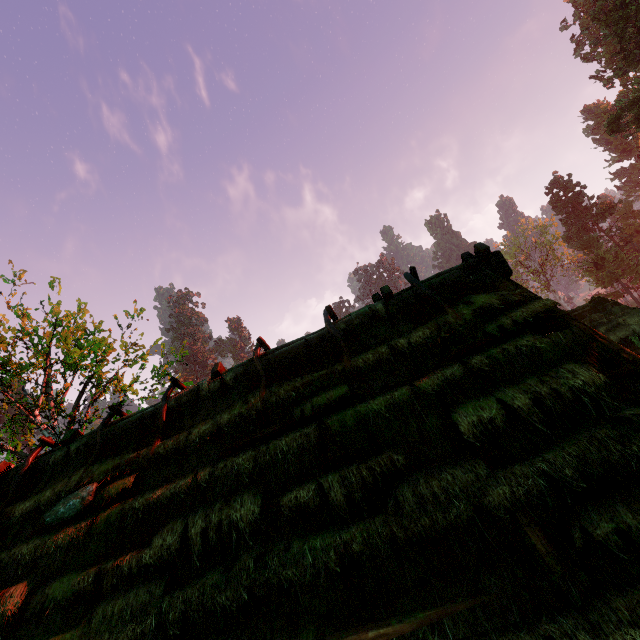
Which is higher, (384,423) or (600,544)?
(384,423)

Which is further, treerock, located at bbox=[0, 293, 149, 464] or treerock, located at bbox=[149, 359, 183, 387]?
treerock, located at bbox=[149, 359, 183, 387]

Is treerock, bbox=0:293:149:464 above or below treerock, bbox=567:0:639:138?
below

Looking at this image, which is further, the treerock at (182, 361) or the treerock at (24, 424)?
the treerock at (182, 361)

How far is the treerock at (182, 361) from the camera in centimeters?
1537cm

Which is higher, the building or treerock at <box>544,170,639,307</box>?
treerock at <box>544,170,639,307</box>

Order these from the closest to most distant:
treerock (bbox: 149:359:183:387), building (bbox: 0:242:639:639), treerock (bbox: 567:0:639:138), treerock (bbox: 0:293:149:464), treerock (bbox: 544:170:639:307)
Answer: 1. building (bbox: 0:242:639:639)
2. treerock (bbox: 0:293:149:464)
3. treerock (bbox: 149:359:183:387)
4. treerock (bbox: 567:0:639:138)
5. treerock (bbox: 544:170:639:307)
